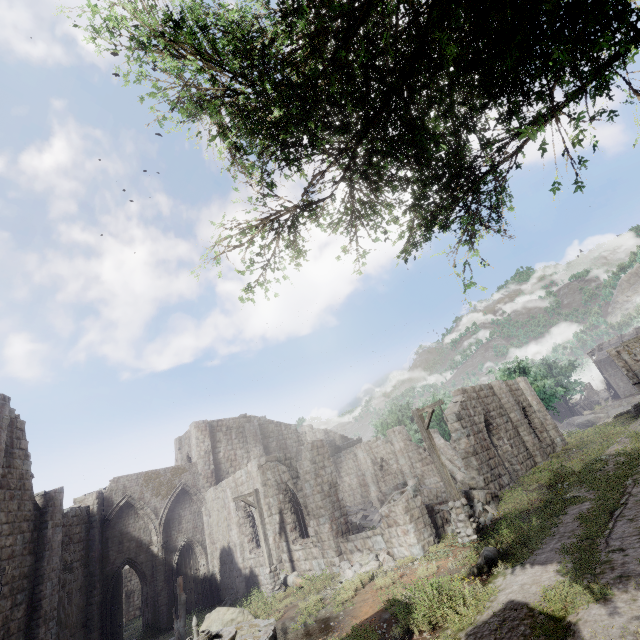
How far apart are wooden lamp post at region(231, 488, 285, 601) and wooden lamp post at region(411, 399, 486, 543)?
8.4m

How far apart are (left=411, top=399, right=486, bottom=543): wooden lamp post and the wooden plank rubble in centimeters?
1163cm

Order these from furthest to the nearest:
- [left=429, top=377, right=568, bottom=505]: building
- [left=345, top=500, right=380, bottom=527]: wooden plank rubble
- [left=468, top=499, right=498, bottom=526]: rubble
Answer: [left=345, top=500, right=380, bottom=527]: wooden plank rubble < [left=429, top=377, right=568, bottom=505]: building < [left=468, top=499, right=498, bottom=526]: rubble

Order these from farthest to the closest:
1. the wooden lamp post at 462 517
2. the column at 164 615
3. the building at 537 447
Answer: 1. the column at 164 615
2. the building at 537 447
3. the wooden lamp post at 462 517

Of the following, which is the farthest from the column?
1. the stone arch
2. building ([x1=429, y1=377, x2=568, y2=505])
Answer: the stone arch

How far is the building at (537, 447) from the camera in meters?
17.0 m

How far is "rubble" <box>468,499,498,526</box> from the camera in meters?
12.7

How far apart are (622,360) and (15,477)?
48.8 meters
